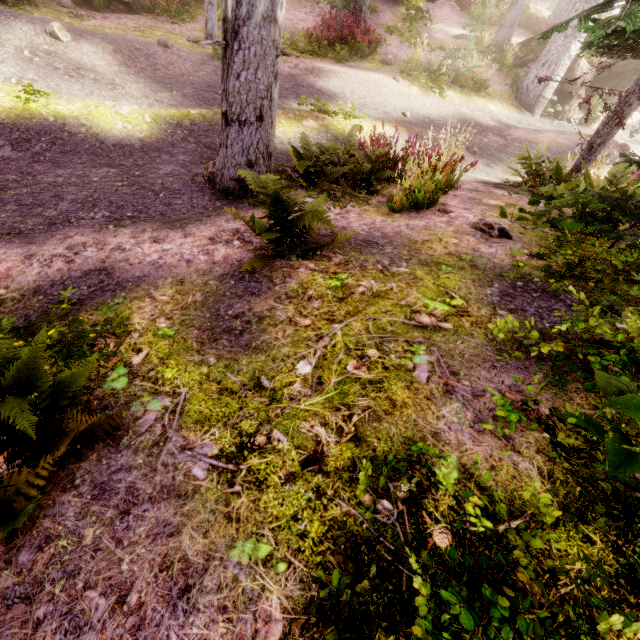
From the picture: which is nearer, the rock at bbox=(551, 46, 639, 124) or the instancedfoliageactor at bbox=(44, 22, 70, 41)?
the instancedfoliageactor at bbox=(44, 22, 70, 41)

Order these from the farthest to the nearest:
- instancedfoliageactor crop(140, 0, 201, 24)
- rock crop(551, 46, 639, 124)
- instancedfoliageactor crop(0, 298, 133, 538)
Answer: rock crop(551, 46, 639, 124) < instancedfoliageactor crop(140, 0, 201, 24) < instancedfoliageactor crop(0, 298, 133, 538)

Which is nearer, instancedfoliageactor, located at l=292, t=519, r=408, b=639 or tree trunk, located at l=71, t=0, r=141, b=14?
instancedfoliageactor, located at l=292, t=519, r=408, b=639

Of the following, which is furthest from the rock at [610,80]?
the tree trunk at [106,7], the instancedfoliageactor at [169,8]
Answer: the tree trunk at [106,7]

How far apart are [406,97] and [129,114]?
9.4m

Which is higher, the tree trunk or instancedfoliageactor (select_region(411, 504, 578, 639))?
instancedfoliageactor (select_region(411, 504, 578, 639))

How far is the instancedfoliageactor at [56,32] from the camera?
7.50m
